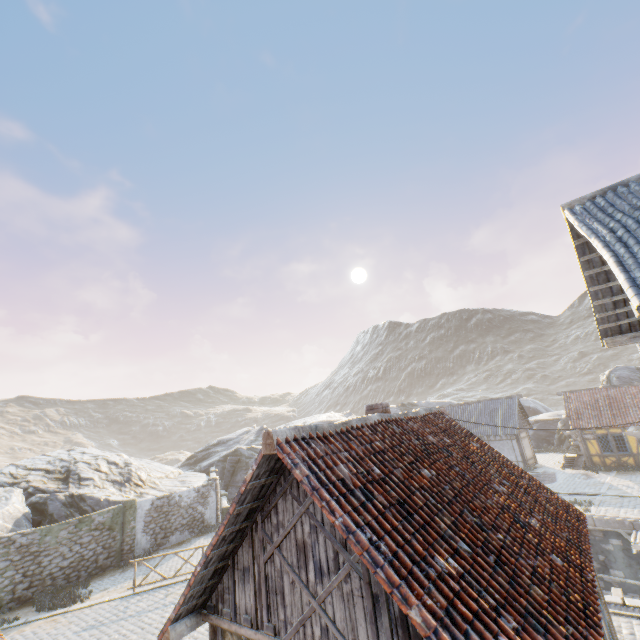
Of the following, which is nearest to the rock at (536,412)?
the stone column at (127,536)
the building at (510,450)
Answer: the building at (510,450)

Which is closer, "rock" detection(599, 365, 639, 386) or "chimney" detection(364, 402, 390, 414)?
"chimney" detection(364, 402, 390, 414)

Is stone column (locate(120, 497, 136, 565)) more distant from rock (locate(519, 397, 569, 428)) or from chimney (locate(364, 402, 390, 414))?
chimney (locate(364, 402, 390, 414))

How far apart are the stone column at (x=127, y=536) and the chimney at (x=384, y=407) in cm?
1774

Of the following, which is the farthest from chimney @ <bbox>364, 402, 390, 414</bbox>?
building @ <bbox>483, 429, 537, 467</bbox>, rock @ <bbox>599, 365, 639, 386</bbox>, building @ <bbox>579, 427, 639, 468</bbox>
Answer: building @ <bbox>579, 427, 639, 468</bbox>

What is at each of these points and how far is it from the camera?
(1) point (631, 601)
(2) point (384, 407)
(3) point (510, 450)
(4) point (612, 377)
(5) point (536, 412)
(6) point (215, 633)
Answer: (1) stone blocks, 9.08m
(2) chimney, 8.55m
(3) building, 28.19m
(4) rock, 31.03m
(5) rock, 45.97m
(6) building, 5.88m

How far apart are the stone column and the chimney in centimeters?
1774cm

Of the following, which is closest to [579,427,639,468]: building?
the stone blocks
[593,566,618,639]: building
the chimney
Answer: the stone blocks
